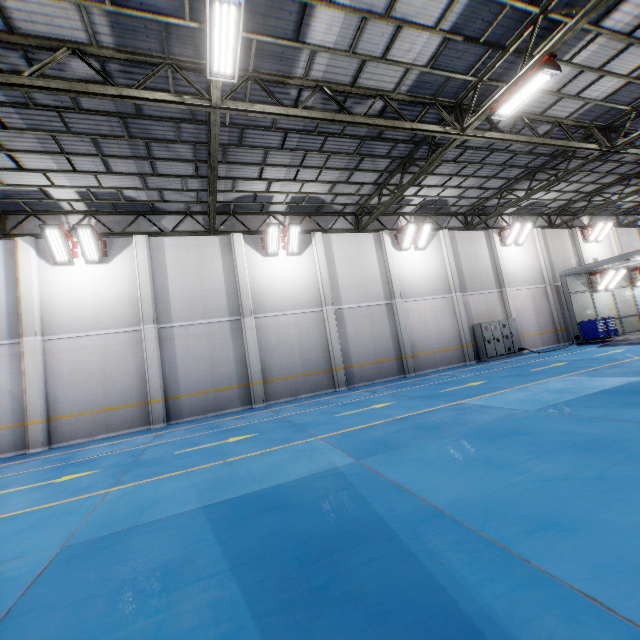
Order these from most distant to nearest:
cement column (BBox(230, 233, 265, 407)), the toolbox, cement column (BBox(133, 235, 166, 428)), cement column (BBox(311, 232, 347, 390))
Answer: the toolbox, cement column (BBox(311, 232, 347, 390)), cement column (BBox(230, 233, 265, 407)), cement column (BBox(133, 235, 166, 428))

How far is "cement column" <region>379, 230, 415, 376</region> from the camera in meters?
16.8 m

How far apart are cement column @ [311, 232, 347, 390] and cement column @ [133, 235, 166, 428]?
7.3m

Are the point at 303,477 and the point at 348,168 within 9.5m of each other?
no

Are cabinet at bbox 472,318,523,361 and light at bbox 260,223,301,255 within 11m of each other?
no

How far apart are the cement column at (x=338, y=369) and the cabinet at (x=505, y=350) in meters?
8.4 m

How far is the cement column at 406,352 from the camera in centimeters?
1683cm

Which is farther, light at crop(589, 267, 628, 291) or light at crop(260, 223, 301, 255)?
light at crop(589, 267, 628, 291)
